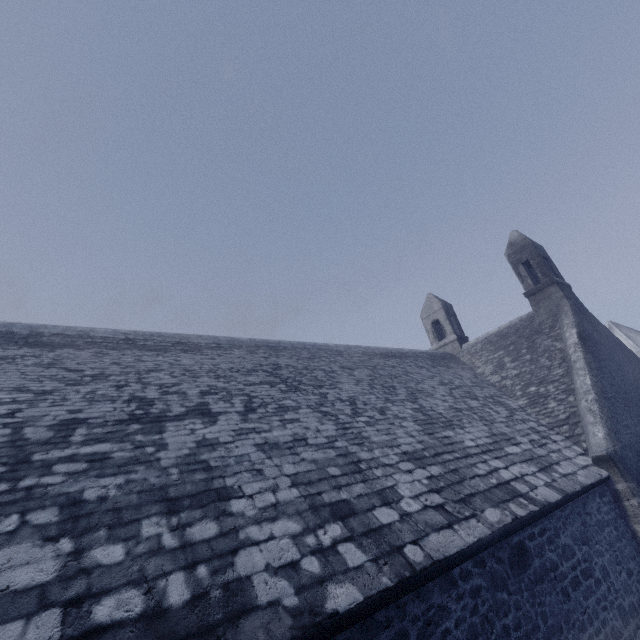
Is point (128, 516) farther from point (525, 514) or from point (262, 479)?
point (525, 514)
